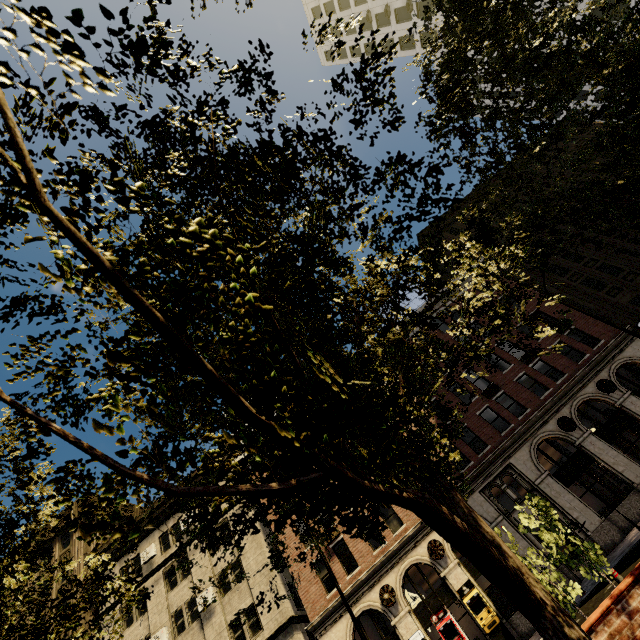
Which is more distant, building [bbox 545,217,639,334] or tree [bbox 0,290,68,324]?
building [bbox 545,217,639,334]

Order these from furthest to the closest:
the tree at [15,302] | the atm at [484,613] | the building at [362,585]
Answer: the building at [362,585]
the atm at [484,613]
the tree at [15,302]

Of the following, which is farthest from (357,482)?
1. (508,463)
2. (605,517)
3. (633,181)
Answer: (605,517)

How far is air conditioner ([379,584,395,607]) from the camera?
19.2 meters

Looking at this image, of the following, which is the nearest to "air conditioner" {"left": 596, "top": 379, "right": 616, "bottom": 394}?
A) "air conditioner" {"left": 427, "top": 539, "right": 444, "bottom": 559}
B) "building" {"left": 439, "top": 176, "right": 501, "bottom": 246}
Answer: "building" {"left": 439, "top": 176, "right": 501, "bottom": 246}

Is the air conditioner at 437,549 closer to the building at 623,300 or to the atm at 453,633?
the building at 623,300

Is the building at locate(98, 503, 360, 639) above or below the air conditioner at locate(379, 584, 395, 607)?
above

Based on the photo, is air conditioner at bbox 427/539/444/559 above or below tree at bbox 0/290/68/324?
above
